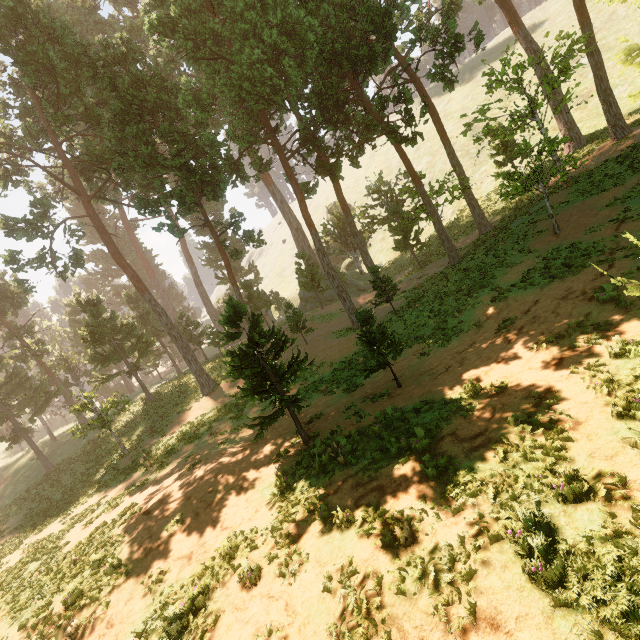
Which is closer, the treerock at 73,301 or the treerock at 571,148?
the treerock at 571,148

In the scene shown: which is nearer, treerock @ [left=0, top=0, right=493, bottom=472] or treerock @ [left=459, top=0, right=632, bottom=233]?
treerock @ [left=459, top=0, right=632, bottom=233]

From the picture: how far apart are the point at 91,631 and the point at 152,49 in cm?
2802
